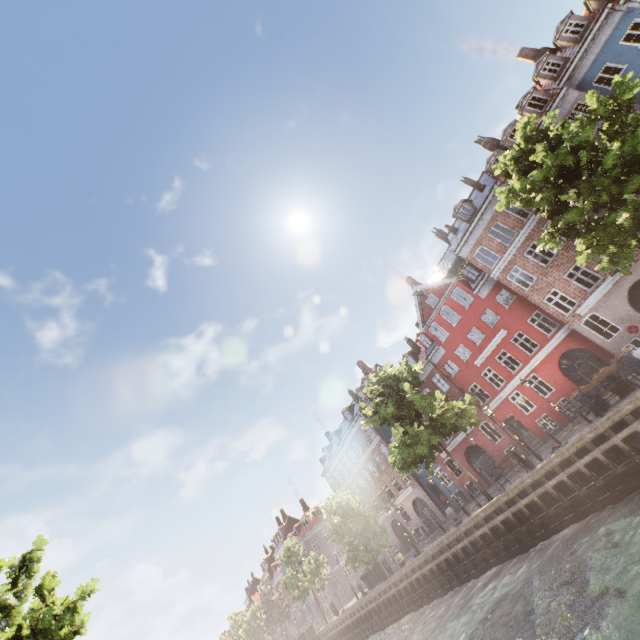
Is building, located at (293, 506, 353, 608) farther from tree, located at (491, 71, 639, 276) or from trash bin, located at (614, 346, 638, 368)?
trash bin, located at (614, 346, 638, 368)

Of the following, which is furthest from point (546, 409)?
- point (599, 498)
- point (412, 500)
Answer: point (412, 500)

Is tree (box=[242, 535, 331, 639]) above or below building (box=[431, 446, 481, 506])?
above

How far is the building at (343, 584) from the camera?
50.6 meters

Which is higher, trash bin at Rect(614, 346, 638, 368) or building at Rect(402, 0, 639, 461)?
building at Rect(402, 0, 639, 461)

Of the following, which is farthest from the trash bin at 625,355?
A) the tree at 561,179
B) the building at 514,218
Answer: the building at 514,218

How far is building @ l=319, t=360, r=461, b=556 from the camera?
33.75m
